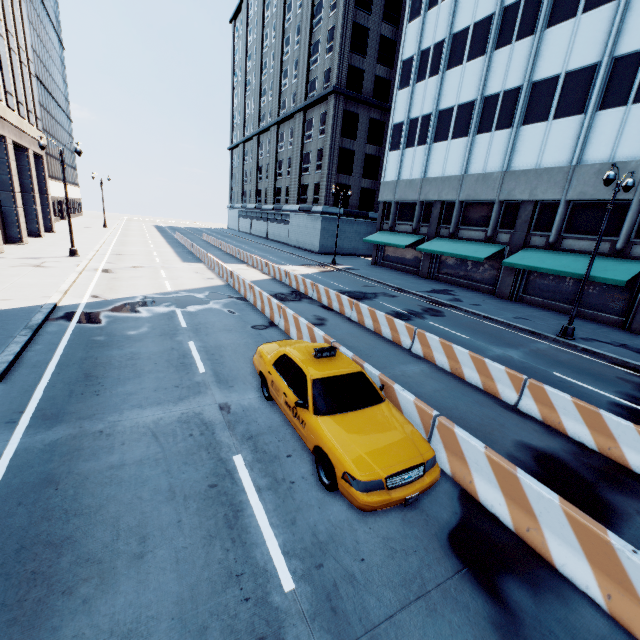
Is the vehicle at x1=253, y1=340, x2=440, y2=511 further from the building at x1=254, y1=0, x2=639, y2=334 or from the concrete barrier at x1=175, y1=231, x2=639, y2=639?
the building at x1=254, y1=0, x2=639, y2=334

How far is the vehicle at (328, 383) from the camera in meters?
4.8

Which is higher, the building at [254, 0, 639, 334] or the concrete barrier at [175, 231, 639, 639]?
the building at [254, 0, 639, 334]

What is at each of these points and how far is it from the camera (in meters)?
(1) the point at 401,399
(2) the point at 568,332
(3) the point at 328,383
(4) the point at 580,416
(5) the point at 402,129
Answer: (1) concrete barrier, 7.14
(2) light, 15.16
(3) vehicle, 6.29
(4) concrete barrier, 7.51
(5) building, 31.91

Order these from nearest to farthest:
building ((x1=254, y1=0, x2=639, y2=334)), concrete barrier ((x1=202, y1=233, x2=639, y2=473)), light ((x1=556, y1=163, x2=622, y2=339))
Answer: concrete barrier ((x1=202, y1=233, x2=639, y2=473)) < light ((x1=556, y1=163, x2=622, y2=339)) < building ((x1=254, y1=0, x2=639, y2=334))

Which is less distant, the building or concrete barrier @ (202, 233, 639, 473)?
concrete barrier @ (202, 233, 639, 473)

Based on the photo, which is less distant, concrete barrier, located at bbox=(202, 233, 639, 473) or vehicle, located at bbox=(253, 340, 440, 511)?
vehicle, located at bbox=(253, 340, 440, 511)

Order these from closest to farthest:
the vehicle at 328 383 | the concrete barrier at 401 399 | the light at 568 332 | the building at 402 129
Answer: the concrete barrier at 401 399
the vehicle at 328 383
the light at 568 332
the building at 402 129
